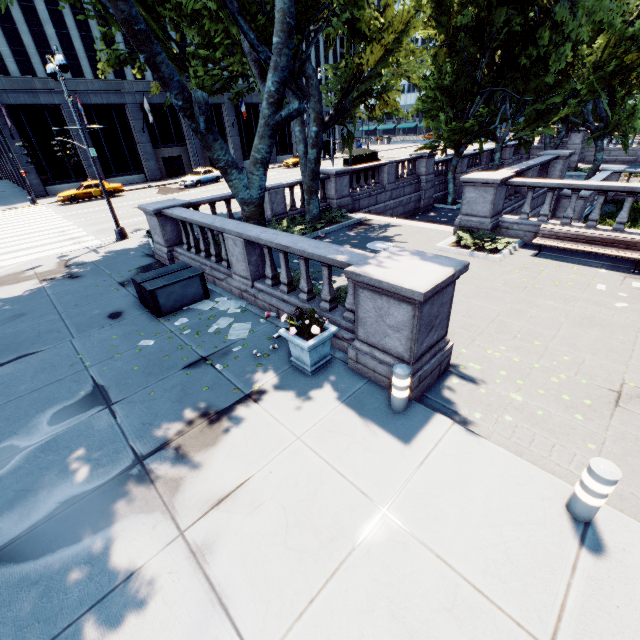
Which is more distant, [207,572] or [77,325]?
[77,325]

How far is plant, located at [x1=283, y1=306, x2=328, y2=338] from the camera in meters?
5.7

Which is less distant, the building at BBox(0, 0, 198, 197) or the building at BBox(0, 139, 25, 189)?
the building at BBox(0, 0, 198, 197)

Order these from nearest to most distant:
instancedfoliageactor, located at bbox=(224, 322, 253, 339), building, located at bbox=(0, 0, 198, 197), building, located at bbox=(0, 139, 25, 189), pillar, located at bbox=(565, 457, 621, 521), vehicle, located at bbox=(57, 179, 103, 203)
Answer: pillar, located at bbox=(565, 457, 621, 521), instancedfoliageactor, located at bbox=(224, 322, 253, 339), vehicle, located at bbox=(57, 179, 103, 203), building, located at bbox=(0, 0, 198, 197), building, located at bbox=(0, 139, 25, 189)

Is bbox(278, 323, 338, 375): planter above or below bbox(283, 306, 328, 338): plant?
below

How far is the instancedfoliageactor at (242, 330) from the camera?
7.5 meters

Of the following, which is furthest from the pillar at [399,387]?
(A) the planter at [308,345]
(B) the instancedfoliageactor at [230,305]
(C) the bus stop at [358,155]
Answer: (C) the bus stop at [358,155]

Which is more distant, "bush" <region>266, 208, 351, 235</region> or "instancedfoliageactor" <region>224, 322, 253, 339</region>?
"bush" <region>266, 208, 351, 235</region>
